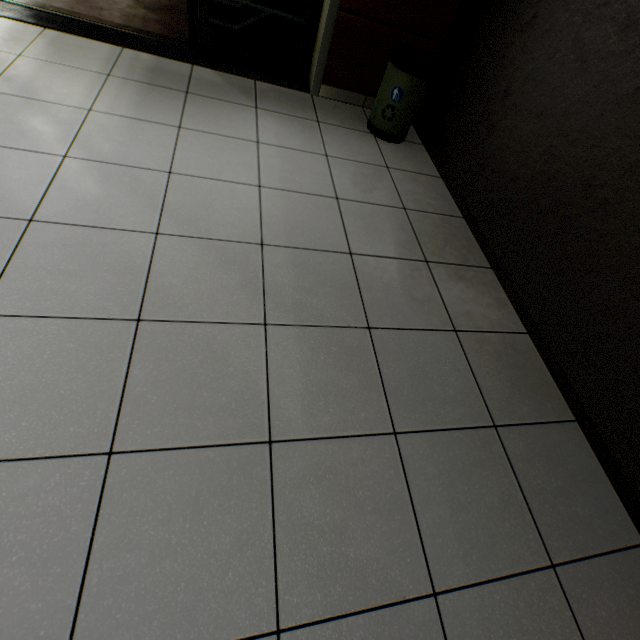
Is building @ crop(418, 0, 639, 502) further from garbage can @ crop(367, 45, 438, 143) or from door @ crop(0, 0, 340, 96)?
door @ crop(0, 0, 340, 96)

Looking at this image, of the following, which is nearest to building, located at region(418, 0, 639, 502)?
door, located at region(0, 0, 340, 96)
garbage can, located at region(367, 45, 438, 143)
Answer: garbage can, located at region(367, 45, 438, 143)

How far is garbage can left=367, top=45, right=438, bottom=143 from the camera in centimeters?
235cm

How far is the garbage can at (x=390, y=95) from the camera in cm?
235

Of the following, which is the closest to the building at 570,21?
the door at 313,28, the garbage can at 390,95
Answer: the garbage can at 390,95

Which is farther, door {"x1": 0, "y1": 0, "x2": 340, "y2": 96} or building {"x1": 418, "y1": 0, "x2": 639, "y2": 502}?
door {"x1": 0, "y1": 0, "x2": 340, "y2": 96}

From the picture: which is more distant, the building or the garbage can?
the garbage can

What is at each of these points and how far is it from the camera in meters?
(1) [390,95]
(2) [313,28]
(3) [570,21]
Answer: (1) garbage can, 2.5 m
(2) door, 2.7 m
(3) building, 1.8 m
